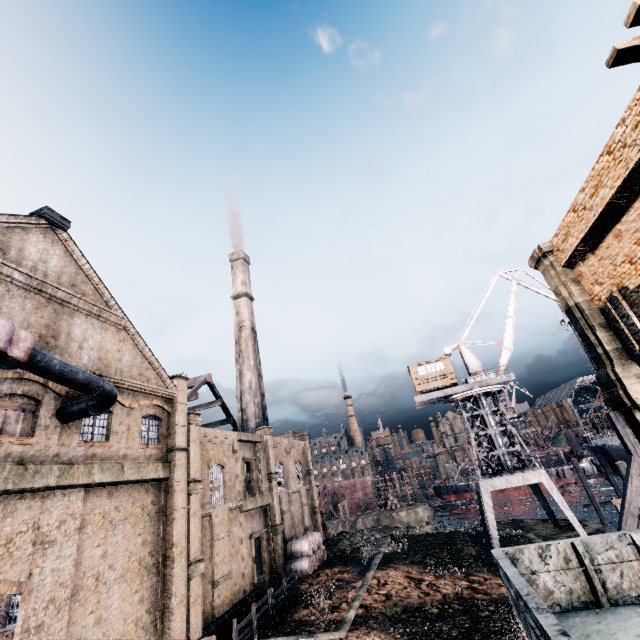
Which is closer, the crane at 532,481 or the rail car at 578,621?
the rail car at 578,621

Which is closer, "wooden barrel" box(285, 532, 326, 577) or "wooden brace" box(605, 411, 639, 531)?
"wooden brace" box(605, 411, 639, 531)

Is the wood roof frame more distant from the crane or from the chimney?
the crane

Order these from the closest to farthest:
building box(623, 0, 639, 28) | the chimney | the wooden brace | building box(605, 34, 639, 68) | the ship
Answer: building box(623, 0, 639, 28)
building box(605, 34, 639, 68)
the wooden brace
the ship
the chimney

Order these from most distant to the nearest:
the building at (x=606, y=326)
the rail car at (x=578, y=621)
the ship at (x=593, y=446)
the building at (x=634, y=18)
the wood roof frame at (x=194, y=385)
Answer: the wood roof frame at (x=194, y=385) < the ship at (x=593, y=446) < the building at (x=606, y=326) < the building at (x=634, y=18) < the rail car at (x=578, y=621)

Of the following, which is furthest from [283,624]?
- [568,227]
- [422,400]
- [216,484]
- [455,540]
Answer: [568,227]

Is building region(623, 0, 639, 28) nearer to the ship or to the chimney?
the chimney

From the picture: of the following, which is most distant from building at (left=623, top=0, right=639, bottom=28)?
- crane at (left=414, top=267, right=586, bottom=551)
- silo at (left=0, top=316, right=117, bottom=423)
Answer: crane at (left=414, top=267, right=586, bottom=551)
